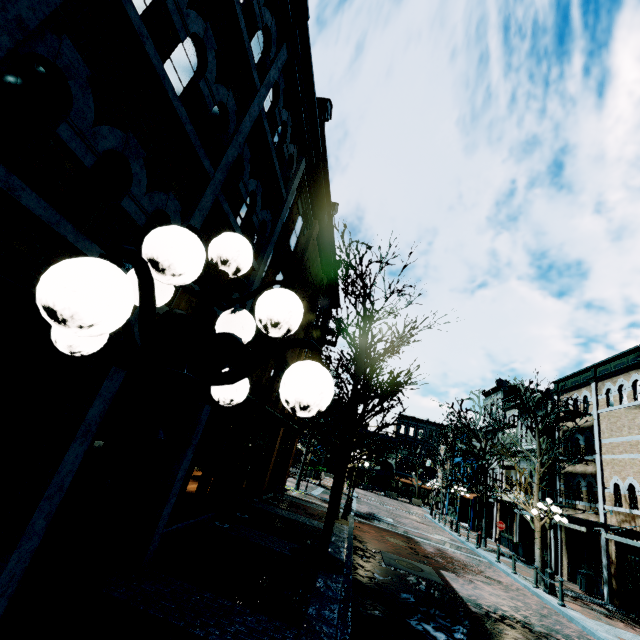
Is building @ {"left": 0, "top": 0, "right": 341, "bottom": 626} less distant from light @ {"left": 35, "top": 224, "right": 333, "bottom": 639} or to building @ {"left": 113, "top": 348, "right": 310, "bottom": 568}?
building @ {"left": 113, "top": 348, "right": 310, "bottom": 568}

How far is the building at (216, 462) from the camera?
6.1 meters

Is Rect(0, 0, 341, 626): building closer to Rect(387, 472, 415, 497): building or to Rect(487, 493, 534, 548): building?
Rect(487, 493, 534, 548): building

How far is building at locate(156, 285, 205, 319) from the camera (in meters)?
5.23

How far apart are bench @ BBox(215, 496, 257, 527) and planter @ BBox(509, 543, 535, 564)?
20.6m

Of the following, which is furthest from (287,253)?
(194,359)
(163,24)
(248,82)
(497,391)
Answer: (497,391)

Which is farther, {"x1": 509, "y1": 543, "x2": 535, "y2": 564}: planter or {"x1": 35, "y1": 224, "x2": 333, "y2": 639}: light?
{"x1": 509, "y1": 543, "x2": 535, "y2": 564}: planter

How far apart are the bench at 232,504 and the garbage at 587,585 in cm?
1759
